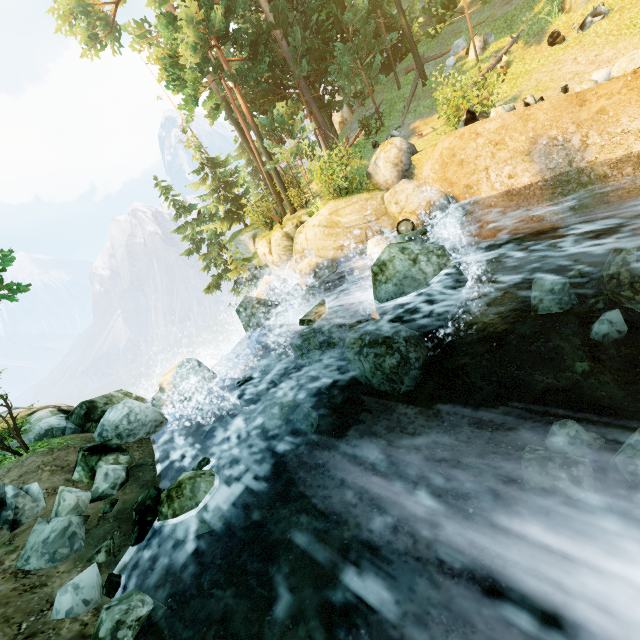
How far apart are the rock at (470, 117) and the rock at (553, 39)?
8.2 meters

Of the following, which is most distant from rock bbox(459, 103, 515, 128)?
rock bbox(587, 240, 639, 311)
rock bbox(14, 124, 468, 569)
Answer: rock bbox(587, 240, 639, 311)

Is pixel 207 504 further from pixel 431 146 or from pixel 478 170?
pixel 431 146

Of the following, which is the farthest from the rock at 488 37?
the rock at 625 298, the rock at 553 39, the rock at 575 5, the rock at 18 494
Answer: the rock at 18 494

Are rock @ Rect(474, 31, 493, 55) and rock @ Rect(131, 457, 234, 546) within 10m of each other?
no

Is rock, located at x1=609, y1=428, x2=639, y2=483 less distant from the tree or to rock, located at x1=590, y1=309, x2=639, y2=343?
rock, located at x1=590, y1=309, x2=639, y2=343

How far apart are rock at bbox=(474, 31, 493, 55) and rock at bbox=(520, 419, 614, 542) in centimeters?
2198cm

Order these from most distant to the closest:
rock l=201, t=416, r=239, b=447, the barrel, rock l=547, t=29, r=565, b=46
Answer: rock l=547, t=29, r=565, b=46 < the barrel < rock l=201, t=416, r=239, b=447
